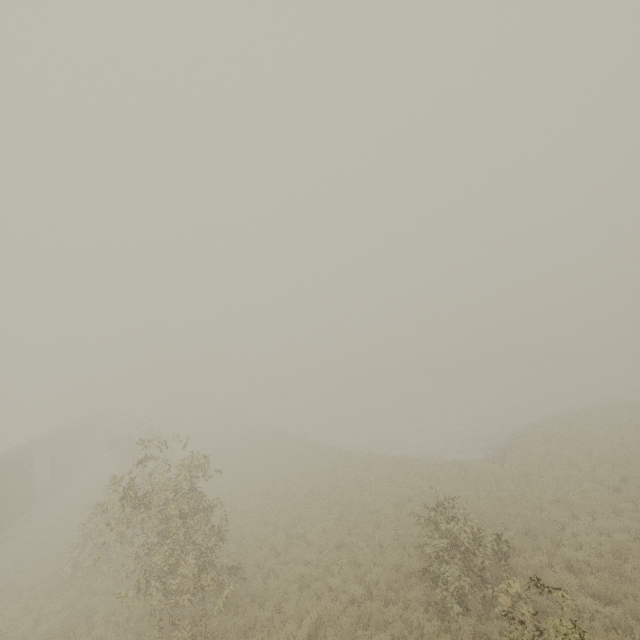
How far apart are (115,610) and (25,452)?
16.4 meters
